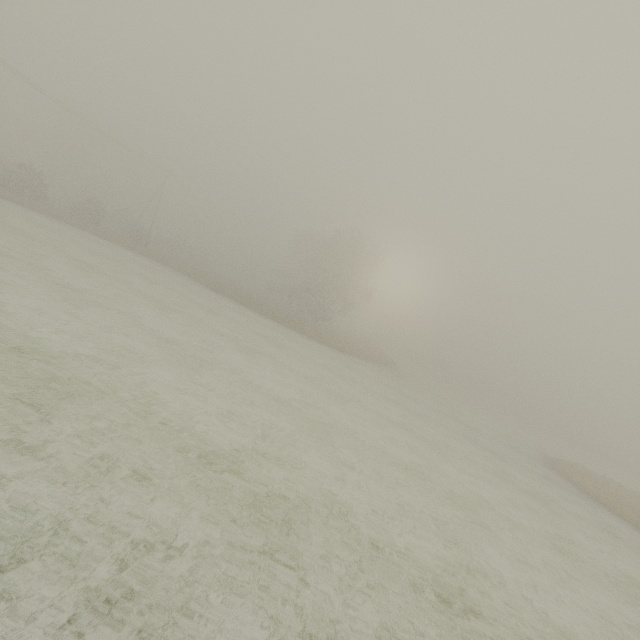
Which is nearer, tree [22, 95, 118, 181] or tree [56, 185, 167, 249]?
tree [56, 185, 167, 249]

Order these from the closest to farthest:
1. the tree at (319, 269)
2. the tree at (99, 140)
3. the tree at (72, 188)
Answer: the tree at (72, 188)
the tree at (319, 269)
the tree at (99, 140)

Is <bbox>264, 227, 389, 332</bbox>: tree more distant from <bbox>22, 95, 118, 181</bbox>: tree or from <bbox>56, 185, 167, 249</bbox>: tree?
<bbox>22, 95, 118, 181</bbox>: tree

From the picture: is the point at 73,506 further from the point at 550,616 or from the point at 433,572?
the point at 550,616

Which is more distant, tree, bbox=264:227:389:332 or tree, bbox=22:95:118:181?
tree, bbox=22:95:118:181

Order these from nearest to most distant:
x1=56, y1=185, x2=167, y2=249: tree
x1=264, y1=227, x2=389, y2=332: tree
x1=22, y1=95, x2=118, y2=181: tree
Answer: x1=56, y1=185, x2=167, y2=249: tree
x1=264, y1=227, x2=389, y2=332: tree
x1=22, y1=95, x2=118, y2=181: tree

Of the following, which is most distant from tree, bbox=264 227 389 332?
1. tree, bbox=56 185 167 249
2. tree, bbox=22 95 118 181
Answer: tree, bbox=22 95 118 181

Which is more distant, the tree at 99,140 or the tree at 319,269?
the tree at 99,140
